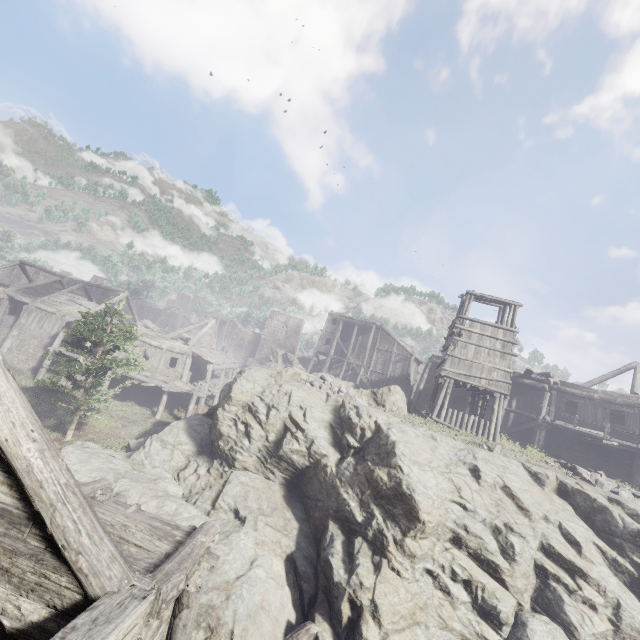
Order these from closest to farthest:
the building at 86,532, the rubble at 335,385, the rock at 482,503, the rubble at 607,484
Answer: the building at 86,532 < the rock at 482,503 < the rubble at 607,484 < the rubble at 335,385

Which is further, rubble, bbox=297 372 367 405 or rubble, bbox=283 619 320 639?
rubble, bbox=297 372 367 405

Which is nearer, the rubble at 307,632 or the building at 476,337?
the rubble at 307,632

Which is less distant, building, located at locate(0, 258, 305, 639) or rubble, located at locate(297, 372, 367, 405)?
building, located at locate(0, 258, 305, 639)

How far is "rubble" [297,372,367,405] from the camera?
15.4 meters

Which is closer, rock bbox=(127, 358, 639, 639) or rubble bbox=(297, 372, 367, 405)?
rock bbox=(127, 358, 639, 639)

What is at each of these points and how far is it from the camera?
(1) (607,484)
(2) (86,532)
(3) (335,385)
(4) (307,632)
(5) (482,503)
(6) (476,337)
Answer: (1) rubble, 14.0m
(2) building, 3.6m
(3) rubble, 16.8m
(4) rubble, 8.2m
(5) rock, 10.4m
(6) building, 19.2m

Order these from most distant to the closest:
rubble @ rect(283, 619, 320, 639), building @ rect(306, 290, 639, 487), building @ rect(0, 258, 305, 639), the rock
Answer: building @ rect(306, 290, 639, 487), the rock, rubble @ rect(283, 619, 320, 639), building @ rect(0, 258, 305, 639)
